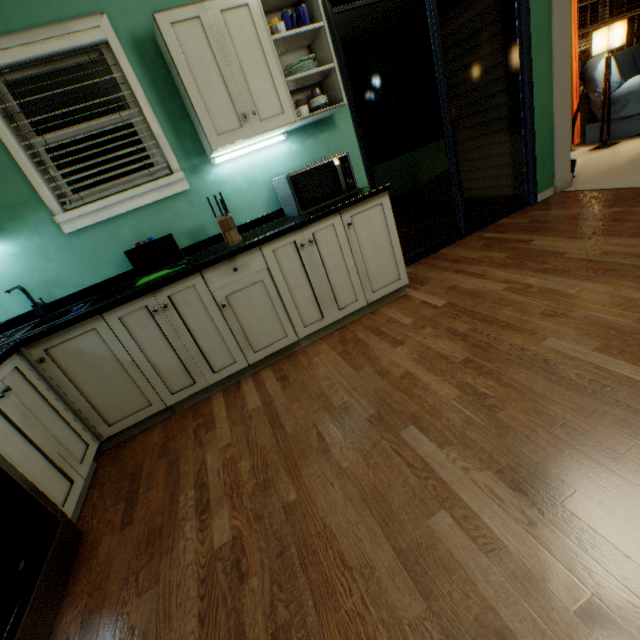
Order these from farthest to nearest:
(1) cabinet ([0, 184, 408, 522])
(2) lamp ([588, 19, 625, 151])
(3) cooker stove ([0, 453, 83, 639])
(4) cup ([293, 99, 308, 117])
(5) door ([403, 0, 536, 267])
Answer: (2) lamp ([588, 19, 625, 151]), (5) door ([403, 0, 536, 267]), (4) cup ([293, 99, 308, 117]), (1) cabinet ([0, 184, 408, 522]), (3) cooker stove ([0, 453, 83, 639])

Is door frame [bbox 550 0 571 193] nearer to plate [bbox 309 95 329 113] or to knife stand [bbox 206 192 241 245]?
plate [bbox 309 95 329 113]

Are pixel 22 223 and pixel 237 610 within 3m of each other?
yes

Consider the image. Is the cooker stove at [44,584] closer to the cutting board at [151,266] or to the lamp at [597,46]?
the cutting board at [151,266]

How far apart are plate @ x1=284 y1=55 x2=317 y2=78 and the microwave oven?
0.59m

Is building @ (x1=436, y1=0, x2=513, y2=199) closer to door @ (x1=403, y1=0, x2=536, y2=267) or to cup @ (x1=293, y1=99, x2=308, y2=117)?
door @ (x1=403, y1=0, x2=536, y2=267)

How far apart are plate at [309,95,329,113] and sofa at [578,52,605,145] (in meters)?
4.65

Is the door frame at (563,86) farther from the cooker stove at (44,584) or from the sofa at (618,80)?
the cooker stove at (44,584)
